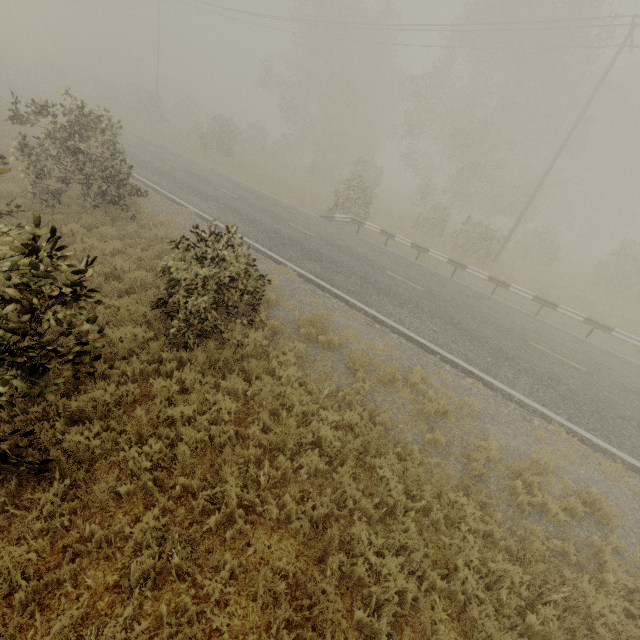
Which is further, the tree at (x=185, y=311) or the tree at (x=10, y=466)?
the tree at (x=185, y=311)

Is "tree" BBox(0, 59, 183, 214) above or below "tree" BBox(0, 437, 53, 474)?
above

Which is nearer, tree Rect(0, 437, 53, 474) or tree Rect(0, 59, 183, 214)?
tree Rect(0, 437, 53, 474)

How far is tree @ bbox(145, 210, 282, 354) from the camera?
6.41m

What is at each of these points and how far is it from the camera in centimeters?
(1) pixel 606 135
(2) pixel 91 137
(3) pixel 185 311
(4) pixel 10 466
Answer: (1) tree, 3094cm
(2) tree, 1077cm
(3) tree, 640cm
(4) tree, 363cm

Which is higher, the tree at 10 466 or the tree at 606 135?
the tree at 606 135

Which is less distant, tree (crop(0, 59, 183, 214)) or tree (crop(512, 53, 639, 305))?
tree (crop(0, 59, 183, 214))

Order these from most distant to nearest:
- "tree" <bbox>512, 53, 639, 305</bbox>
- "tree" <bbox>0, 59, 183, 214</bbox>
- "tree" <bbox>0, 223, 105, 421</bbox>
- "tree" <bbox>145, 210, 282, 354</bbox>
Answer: "tree" <bbox>512, 53, 639, 305</bbox>, "tree" <bbox>0, 59, 183, 214</bbox>, "tree" <bbox>145, 210, 282, 354</bbox>, "tree" <bbox>0, 223, 105, 421</bbox>
